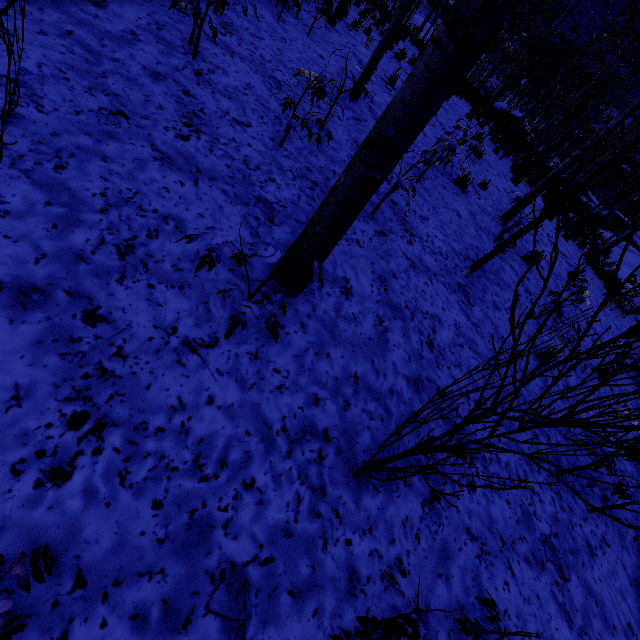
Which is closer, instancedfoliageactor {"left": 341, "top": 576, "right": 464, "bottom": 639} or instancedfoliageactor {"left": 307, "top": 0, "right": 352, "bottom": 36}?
instancedfoliageactor {"left": 341, "top": 576, "right": 464, "bottom": 639}

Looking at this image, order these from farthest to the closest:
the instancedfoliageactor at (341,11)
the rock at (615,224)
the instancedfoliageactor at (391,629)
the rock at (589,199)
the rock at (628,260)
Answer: the rock at (589,199)
the rock at (615,224)
the rock at (628,260)
the instancedfoliageactor at (341,11)
the instancedfoliageactor at (391,629)

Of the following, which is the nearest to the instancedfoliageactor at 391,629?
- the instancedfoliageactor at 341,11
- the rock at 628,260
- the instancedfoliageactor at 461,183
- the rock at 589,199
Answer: the instancedfoliageactor at 461,183

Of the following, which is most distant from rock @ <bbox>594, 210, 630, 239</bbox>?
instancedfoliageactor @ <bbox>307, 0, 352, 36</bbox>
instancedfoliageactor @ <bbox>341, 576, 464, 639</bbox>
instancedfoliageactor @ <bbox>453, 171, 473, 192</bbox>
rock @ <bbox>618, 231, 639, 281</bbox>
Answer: instancedfoliageactor @ <bbox>341, 576, 464, 639</bbox>

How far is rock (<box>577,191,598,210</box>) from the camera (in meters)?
28.58

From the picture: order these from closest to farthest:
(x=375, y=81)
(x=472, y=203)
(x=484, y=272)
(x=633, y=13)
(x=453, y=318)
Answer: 1. (x=453, y=318)
2. (x=484, y=272)
3. (x=472, y=203)
4. (x=375, y=81)
5. (x=633, y=13)
